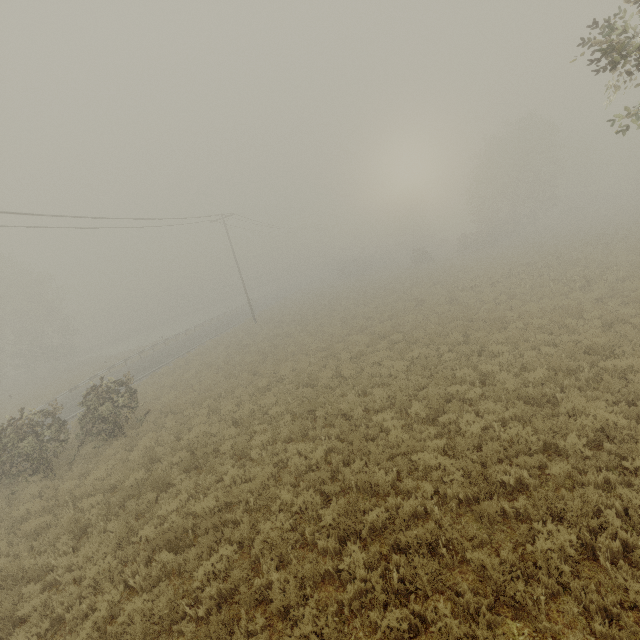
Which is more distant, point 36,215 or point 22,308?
point 22,308
